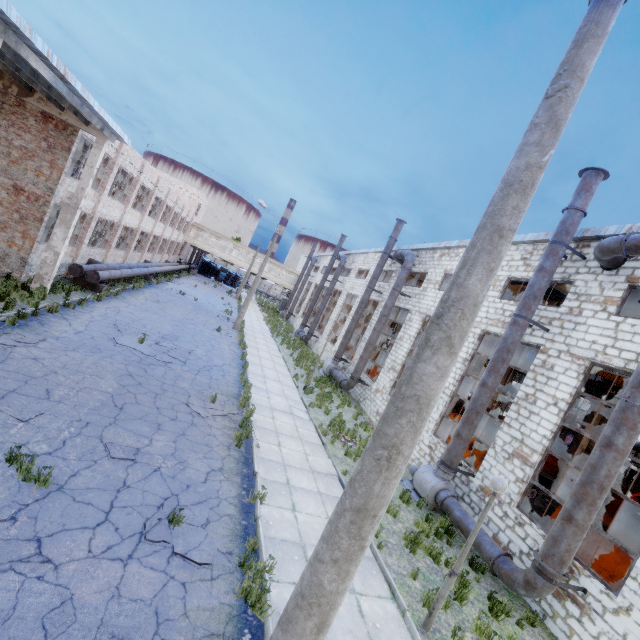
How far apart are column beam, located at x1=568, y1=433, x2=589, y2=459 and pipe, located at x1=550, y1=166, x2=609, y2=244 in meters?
19.4 m

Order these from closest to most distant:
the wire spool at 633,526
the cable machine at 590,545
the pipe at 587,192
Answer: the cable machine at 590,545, the pipe at 587,192, the wire spool at 633,526

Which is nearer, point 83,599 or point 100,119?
point 83,599

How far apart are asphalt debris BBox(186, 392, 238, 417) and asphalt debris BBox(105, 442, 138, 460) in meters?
2.9

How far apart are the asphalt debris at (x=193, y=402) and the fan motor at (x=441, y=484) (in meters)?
6.84

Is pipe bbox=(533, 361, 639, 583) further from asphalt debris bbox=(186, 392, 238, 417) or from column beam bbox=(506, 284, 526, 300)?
column beam bbox=(506, 284, 526, 300)

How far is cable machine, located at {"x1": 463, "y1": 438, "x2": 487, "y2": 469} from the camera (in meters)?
15.29

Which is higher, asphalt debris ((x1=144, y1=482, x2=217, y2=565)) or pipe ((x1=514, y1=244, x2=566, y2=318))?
pipe ((x1=514, y1=244, x2=566, y2=318))
